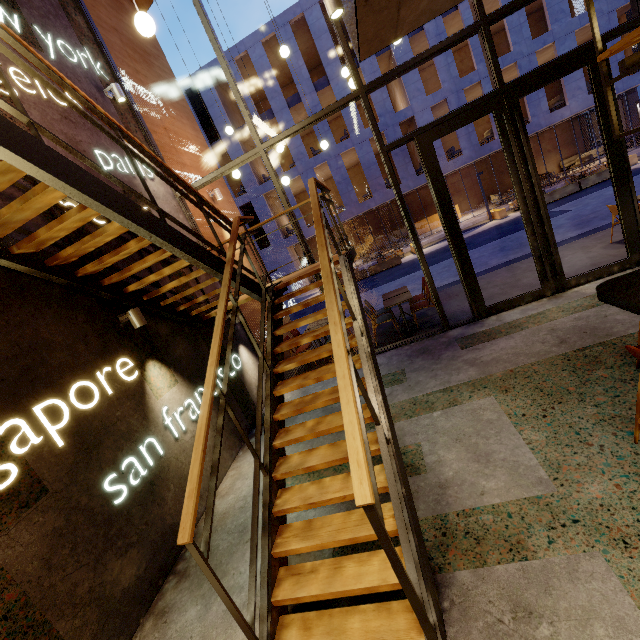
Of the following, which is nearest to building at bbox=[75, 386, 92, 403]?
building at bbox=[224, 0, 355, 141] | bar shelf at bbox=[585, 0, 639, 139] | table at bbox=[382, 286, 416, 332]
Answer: bar shelf at bbox=[585, 0, 639, 139]

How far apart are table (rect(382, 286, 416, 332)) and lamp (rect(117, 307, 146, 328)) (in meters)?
4.64

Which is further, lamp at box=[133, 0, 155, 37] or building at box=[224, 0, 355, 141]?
building at box=[224, 0, 355, 141]

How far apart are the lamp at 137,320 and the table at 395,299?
4.6m

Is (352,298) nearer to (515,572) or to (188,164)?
(515,572)

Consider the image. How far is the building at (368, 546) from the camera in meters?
2.9 m

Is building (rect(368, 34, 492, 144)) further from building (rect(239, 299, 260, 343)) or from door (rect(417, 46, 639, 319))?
door (rect(417, 46, 639, 319))

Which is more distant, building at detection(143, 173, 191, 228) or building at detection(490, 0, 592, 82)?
building at detection(490, 0, 592, 82)
